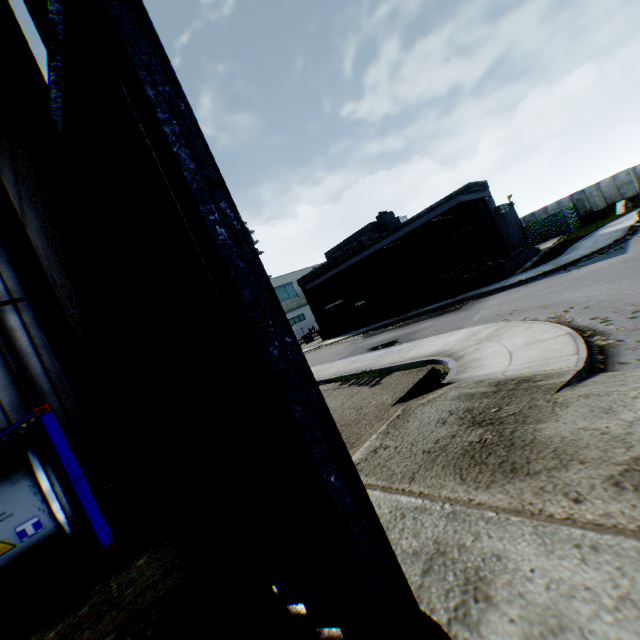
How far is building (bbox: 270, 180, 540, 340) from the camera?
22.6m

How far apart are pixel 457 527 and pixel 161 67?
4.3m

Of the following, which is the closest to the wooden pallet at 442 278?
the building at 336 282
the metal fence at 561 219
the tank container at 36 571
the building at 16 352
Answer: the building at 336 282

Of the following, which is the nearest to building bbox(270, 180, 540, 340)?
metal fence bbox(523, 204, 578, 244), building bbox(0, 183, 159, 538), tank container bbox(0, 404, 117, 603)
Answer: metal fence bbox(523, 204, 578, 244)

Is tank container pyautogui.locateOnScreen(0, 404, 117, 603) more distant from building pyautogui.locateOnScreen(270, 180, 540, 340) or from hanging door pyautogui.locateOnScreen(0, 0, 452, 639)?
building pyautogui.locateOnScreen(270, 180, 540, 340)

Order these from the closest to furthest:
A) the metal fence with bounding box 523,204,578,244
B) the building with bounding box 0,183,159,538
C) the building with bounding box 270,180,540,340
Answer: the building with bounding box 0,183,159,538
the building with bounding box 270,180,540,340
the metal fence with bounding box 523,204,578,244
